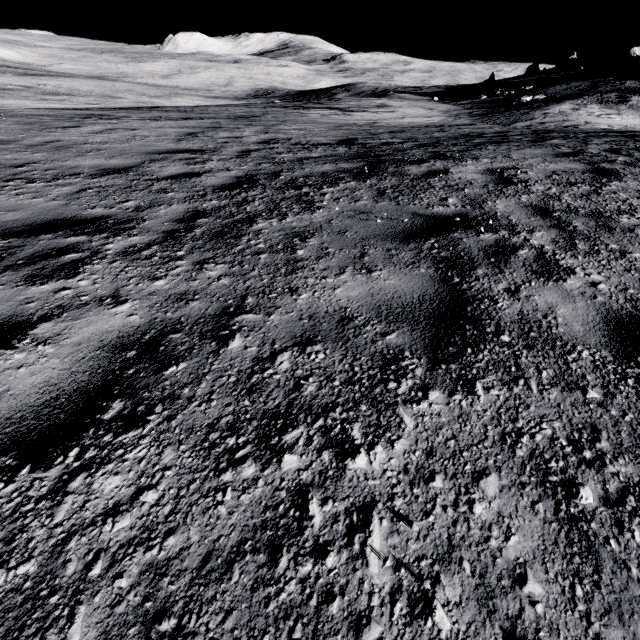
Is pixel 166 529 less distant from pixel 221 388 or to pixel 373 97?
pixel 221 388
